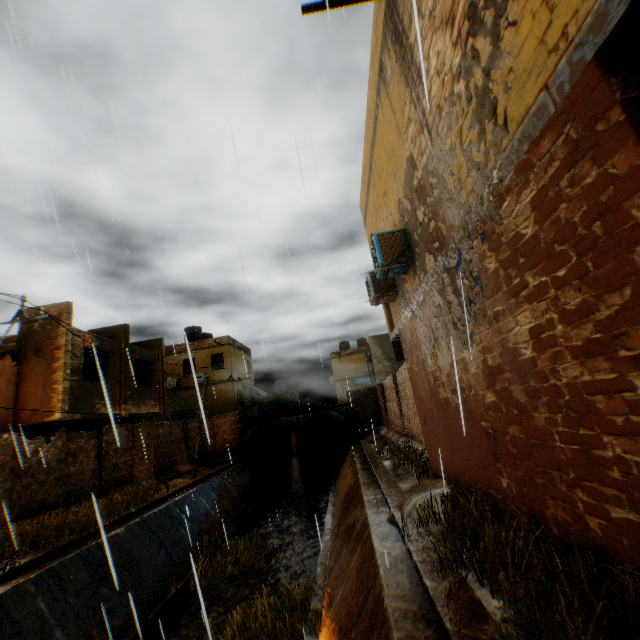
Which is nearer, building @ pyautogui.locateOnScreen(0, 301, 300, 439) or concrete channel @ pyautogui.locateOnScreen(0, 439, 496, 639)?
concrete channel @ pyautogui.locateOnScreen(0, 439, 496, 639)

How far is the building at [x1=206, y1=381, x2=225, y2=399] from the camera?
26.9m

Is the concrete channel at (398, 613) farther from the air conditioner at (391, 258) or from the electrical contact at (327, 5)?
the electrical contact at (327, 5)

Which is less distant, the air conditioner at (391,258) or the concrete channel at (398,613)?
the concrete channel at (398,613)

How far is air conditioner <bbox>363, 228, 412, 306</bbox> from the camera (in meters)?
7.03

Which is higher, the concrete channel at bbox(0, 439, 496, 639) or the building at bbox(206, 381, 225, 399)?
the building at bbox(206, 381, 225, 399)

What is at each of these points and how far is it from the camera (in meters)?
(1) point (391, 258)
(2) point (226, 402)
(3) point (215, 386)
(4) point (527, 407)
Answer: (1) air conditioner, 7.04
(2) building, 26.67
(3) building, 27.09
(4) building, 3.63
